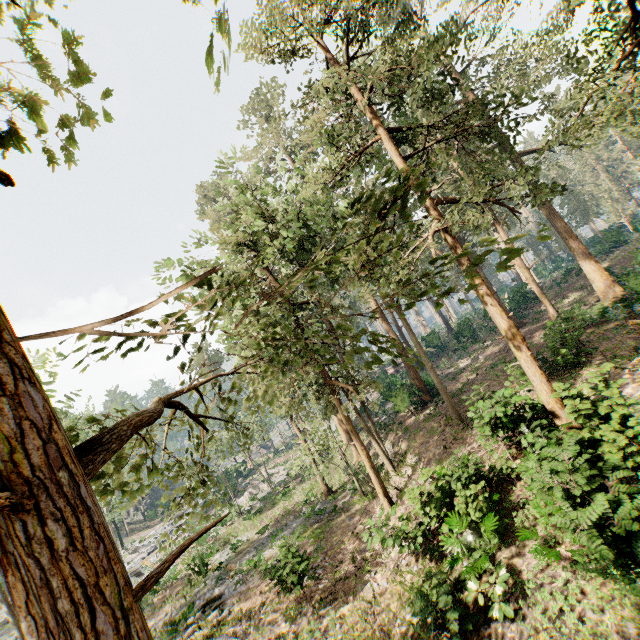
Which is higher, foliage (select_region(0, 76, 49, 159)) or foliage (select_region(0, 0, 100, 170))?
foliage (select_region(0, 0, 100, 170))

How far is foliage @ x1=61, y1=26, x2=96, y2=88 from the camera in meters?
1.3 m

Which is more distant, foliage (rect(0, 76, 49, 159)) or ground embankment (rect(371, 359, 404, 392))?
ground embankment (rect(371, 359, 404, 392))

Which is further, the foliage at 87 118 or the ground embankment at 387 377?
the ground embankment at 387 377

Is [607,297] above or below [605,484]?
above

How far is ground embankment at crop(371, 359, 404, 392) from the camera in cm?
3998

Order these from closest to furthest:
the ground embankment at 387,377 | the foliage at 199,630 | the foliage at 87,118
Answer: the foliage at 87,118
the foliage at 199,630
the ground embankment at 387,377

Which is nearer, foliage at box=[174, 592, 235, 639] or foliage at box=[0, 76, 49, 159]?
foliage at box=[0, 76, 49, 159]
